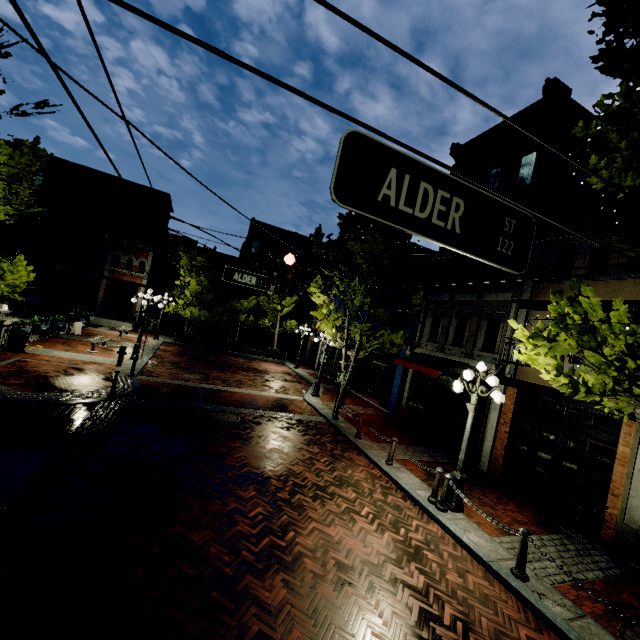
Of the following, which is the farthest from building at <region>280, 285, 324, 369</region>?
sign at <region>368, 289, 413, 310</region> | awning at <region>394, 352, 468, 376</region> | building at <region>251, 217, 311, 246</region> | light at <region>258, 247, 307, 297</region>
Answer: light at <region>258, 247, 307, 297</region>

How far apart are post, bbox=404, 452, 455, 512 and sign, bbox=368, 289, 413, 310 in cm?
420

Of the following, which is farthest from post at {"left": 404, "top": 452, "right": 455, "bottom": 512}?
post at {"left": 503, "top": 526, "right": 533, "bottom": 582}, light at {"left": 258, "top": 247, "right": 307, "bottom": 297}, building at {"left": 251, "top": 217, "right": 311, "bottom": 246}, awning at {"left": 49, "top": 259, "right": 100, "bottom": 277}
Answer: building at {"left": 251, "top": 217, "right": 311, "bottom": 246}

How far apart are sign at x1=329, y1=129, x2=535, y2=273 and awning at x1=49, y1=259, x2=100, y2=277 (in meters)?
30.29

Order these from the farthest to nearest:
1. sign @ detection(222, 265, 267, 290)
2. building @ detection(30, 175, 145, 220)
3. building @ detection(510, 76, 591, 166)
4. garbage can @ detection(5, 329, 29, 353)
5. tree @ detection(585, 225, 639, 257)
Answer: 1. building @ detection(30, 175, 145, 220)
2. garbage can @ detection(5, 329, 29, 353)
3. building @ detection(510, 76, 591, 166)
4. sign @ detection(222, 265, 267, 290)
5. tree @ detection(585, 225, 639, 257)

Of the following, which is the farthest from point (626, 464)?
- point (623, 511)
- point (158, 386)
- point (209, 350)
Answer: point (209, 350)

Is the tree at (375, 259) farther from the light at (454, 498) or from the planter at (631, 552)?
the planter at (631, 552)

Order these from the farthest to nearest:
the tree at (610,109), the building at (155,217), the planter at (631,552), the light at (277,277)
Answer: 1. the building at (155,217)
2. the planter at (631,552)
3. the light at (277,277)
4. the tree at (610,109)
